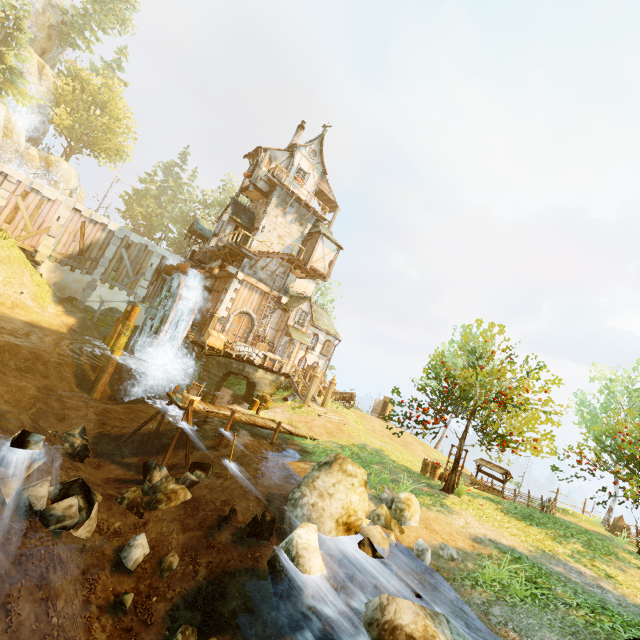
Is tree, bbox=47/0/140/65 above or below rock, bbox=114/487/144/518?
above

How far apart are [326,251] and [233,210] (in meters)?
7.76

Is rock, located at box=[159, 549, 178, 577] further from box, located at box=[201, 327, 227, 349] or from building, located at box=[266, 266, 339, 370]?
building, located at box=[266, 266, 339, 370]

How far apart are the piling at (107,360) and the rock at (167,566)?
15.1m

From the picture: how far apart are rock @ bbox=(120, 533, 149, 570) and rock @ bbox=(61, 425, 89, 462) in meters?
5.7

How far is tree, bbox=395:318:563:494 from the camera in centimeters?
1164cm

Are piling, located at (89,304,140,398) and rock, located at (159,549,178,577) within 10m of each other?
no

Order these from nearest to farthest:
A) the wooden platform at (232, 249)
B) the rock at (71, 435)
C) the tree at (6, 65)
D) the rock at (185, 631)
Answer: the rock at (185, 631)
the rock at (71, 435)
the wooden platform at (232, 249)
the tree at (6, 65)
